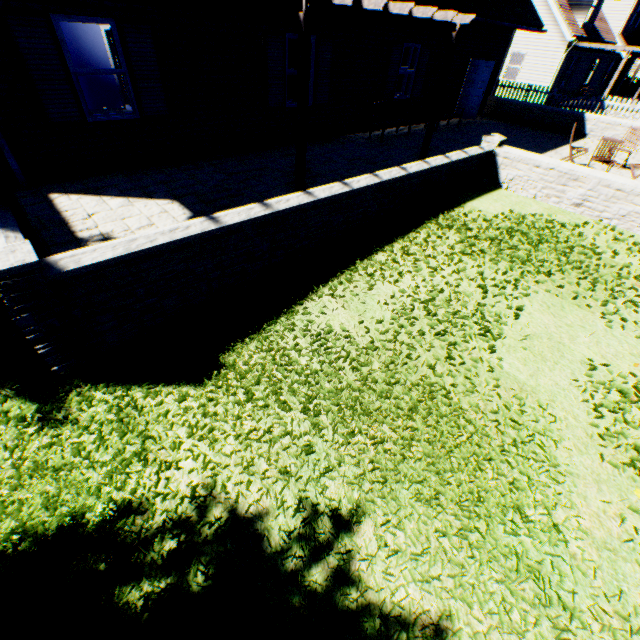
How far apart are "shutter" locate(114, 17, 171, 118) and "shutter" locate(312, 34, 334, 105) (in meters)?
4.35

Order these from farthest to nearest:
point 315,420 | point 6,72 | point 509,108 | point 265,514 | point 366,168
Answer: point 509,108 → point 366,168 → point 6,72 → point 315,420 → point 265,514

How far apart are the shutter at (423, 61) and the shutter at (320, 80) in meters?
Answer: 4.3 m

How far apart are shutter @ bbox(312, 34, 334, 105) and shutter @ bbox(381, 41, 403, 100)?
2.5 meters

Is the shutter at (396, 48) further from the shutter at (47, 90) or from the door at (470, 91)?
the shutter at (47, 90)

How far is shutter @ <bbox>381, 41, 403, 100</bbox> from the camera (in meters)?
10.61

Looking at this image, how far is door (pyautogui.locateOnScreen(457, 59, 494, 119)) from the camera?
13.9 meters

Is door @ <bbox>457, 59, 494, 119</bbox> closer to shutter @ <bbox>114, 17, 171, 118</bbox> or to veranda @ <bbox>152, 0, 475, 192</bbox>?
veranda @ <bbox>152, 0, 475, 192</bbox>
